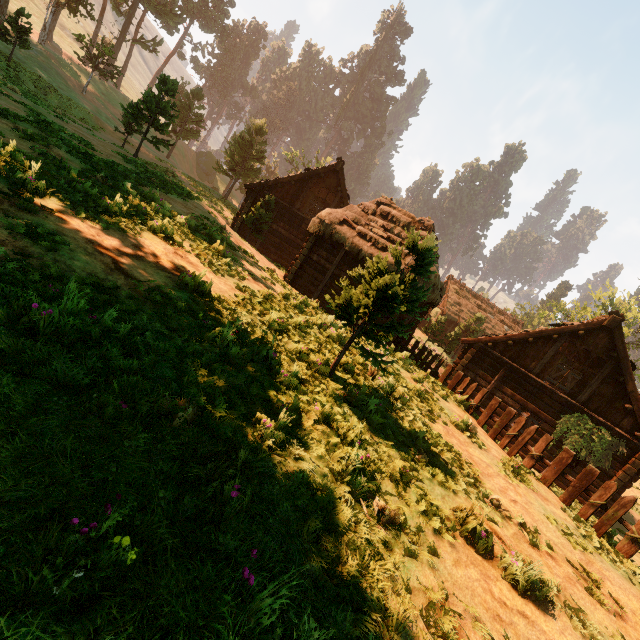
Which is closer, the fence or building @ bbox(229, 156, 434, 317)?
the fence

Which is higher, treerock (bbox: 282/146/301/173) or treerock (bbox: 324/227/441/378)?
treerock (bbox: 282/146/301/173)

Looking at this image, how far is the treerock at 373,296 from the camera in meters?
6.1 m

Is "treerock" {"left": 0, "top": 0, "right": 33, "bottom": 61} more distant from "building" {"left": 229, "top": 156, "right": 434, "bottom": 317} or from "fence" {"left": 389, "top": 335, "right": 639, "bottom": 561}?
"fence" {"left": 389, "top": 335, "right": 639, "bottom": 561}

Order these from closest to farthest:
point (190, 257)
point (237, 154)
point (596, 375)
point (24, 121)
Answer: point (190, 257) < point (24, 121) < point (596, 375) < point (237, 154)

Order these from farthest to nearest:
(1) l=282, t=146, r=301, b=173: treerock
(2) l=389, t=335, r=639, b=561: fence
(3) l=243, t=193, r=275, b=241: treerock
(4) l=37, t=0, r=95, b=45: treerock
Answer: (1) l=282, t=146, r=301, b=173: treerock < (4) l=37, t=0, r=95, b=45: treerock < (3) l=243, t=193, r=275, b=241: treerock < (2) l=389, t=335, r=639, b=561: fence

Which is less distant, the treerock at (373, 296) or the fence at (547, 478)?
the treerock at (373, 296)
